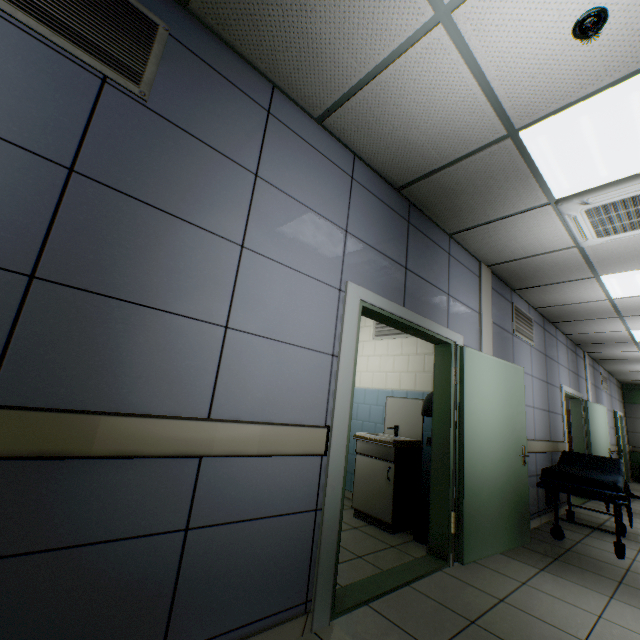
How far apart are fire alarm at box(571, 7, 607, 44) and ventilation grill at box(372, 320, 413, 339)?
3.26m

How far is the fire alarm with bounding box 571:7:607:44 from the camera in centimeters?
156cm

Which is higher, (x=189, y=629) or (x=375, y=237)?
(x=375, y=237)

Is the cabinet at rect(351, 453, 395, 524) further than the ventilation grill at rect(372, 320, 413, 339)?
No

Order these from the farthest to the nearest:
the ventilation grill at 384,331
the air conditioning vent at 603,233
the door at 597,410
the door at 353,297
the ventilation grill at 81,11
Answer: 1. the door at 597,410
2. the ventilation grill at 384,331
3. the air conditioning vent at 603,233
4. the door at 353,297
5. the ventilation grill at 81,11

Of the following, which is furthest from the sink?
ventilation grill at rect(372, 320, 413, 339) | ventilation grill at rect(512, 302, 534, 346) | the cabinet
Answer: ventilation grill at rect(512, 302, 534, 346)

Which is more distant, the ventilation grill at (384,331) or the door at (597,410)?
the door at (597,410)

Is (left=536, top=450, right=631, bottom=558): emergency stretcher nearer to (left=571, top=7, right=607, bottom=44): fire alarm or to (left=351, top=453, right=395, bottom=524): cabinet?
(left=351, top=453, right=395, bottom=524): cabinet
